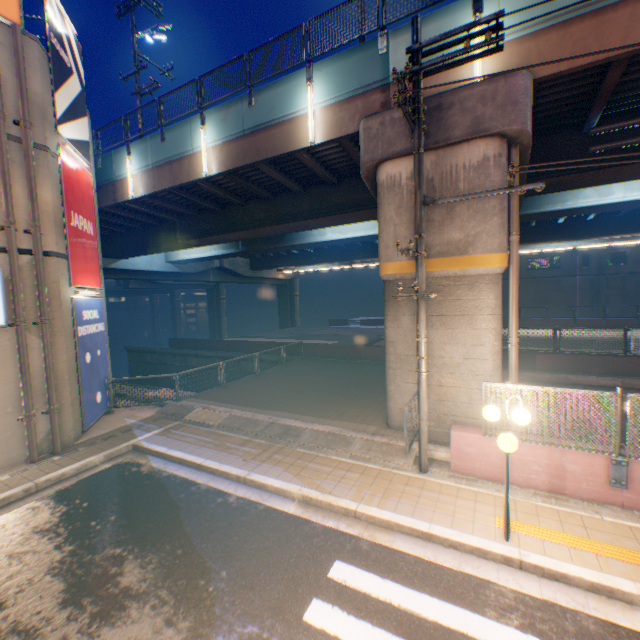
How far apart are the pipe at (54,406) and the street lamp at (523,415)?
10.91m

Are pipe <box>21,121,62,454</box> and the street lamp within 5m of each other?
no

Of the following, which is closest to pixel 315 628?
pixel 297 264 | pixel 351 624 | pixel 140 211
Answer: pixel 351 624

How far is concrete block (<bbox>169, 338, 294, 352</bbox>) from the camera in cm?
2325

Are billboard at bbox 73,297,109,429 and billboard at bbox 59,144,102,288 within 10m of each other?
yes

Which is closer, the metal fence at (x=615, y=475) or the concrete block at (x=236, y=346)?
the metal fence at (x=615, y=475)

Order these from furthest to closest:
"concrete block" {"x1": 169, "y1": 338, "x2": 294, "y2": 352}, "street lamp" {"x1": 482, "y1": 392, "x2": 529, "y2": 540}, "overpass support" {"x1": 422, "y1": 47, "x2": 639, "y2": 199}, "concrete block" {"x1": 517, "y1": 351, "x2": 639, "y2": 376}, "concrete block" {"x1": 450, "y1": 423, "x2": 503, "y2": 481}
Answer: "concrete block" {"x1": 169, "y1": 338, "x2": 294, "y2": 352}, "concrete block" {"x1": 517, "y1": 351, "x2": 639, "y2": 376}, "overpass support" {"x1": 422, "y1": 47, "x2": 639, "y2": 199}, "concrete block" {"x1": 450, "y1": 423, "x2": 503, "y2": 481}, "street lamp" {"x1": 482, "y1": 392, "x2": 529, "y2": 540}

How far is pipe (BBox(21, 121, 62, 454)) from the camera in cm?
859
